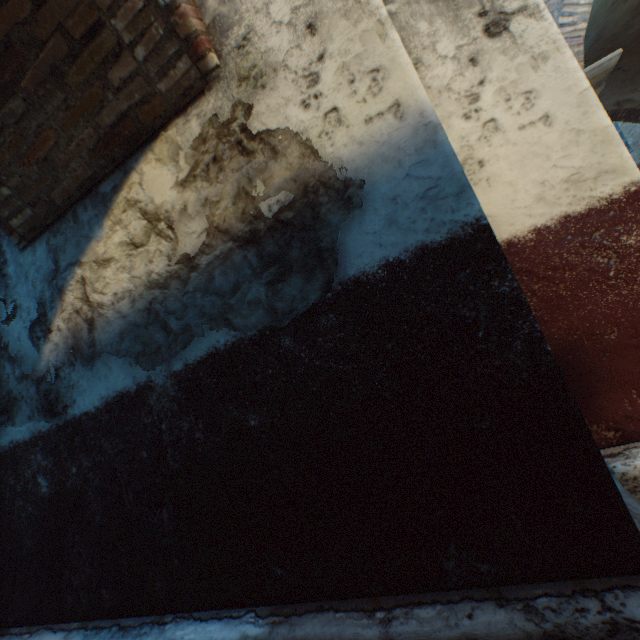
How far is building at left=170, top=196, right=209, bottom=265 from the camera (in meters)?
1.87

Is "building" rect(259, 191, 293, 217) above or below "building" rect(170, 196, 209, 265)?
below

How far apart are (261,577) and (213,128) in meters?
2.5

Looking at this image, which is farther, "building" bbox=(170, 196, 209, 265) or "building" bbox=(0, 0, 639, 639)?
"building" bbox=(170, 196, 209, 265)

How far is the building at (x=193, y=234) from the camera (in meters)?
1.87
